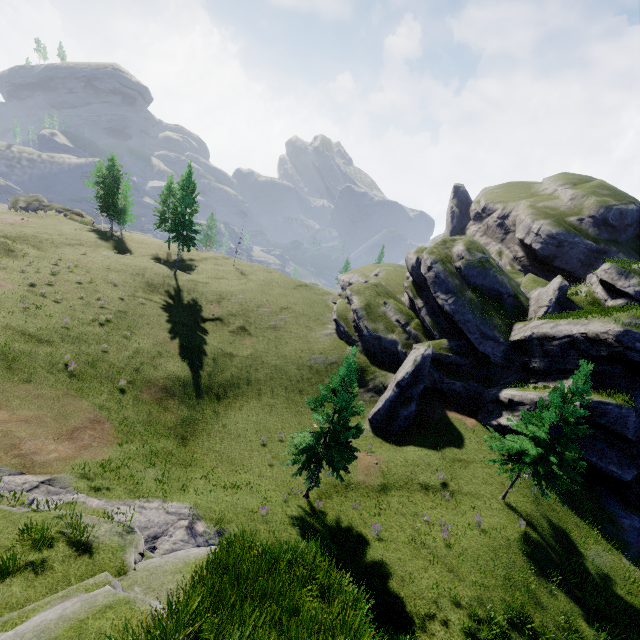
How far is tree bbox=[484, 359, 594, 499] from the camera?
17.9m

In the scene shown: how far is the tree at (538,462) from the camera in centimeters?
1788cm

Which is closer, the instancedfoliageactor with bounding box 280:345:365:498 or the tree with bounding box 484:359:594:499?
the instancedfoliageactor with bounding box 280:345:365:498

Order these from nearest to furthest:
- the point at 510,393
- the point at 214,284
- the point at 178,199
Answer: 1. the point at 510,393
2. the point at 214,284
3. the point at 178,199

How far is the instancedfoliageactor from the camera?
17.14m

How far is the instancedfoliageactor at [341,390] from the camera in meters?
17.1
